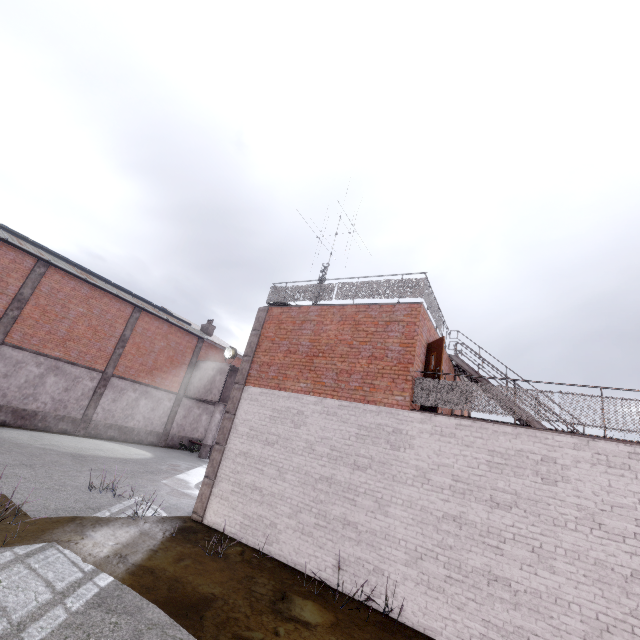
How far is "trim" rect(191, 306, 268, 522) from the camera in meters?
9.7

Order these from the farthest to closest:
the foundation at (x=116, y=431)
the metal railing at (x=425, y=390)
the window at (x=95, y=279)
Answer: the foundation at (x=116, y=431)
the window at (x=95, y=279)
the metal railing at (x=425, y=390)

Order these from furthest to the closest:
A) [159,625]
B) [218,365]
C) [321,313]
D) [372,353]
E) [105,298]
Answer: [218,365] < [105,298] < [321,313] < [372,353] < [159,625]

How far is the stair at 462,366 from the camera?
11.8m

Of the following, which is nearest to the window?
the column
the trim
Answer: the column

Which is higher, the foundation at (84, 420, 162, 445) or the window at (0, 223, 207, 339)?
the window at (0, 223, 207, 339)

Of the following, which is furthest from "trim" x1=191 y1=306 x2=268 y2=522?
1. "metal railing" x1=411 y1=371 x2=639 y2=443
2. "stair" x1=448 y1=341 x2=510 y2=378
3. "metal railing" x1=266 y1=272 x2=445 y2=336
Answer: "stair" x1=448 y1=341 x2=510 y2=378

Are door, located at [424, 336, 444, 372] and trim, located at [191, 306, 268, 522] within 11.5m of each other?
yes
